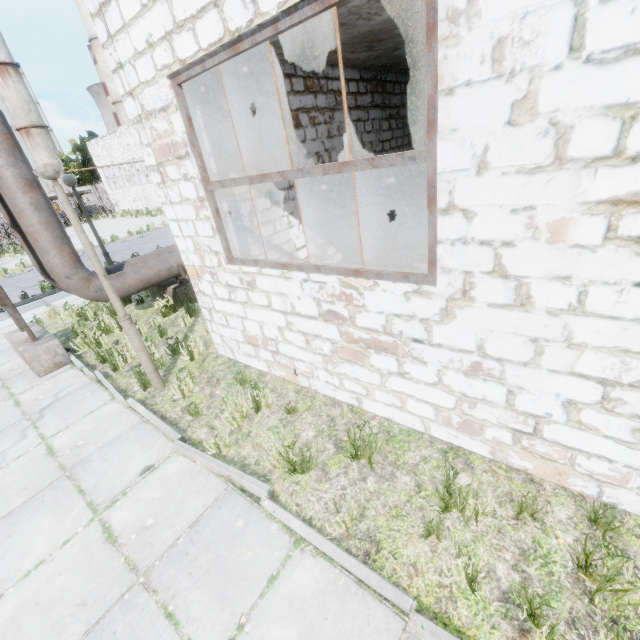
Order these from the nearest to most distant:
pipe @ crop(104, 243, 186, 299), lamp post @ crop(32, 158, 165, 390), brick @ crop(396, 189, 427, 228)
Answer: lamp post @ crop(32, 158, 165, 390)
pipe @ crop(104, 243, 186, 299)
brick @ crop(396, 189, 427, 228)

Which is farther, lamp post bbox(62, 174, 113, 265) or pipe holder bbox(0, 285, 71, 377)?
lamp post bbox(62, 174, 113, 265)

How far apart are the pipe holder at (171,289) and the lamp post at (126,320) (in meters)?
3.39

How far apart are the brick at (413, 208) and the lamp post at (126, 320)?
7.9 meters

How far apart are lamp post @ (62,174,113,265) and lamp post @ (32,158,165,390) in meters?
6.0

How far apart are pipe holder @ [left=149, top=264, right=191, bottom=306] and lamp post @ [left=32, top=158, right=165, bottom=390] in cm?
339

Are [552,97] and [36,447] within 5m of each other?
no

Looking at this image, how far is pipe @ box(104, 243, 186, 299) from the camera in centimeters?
710cm
